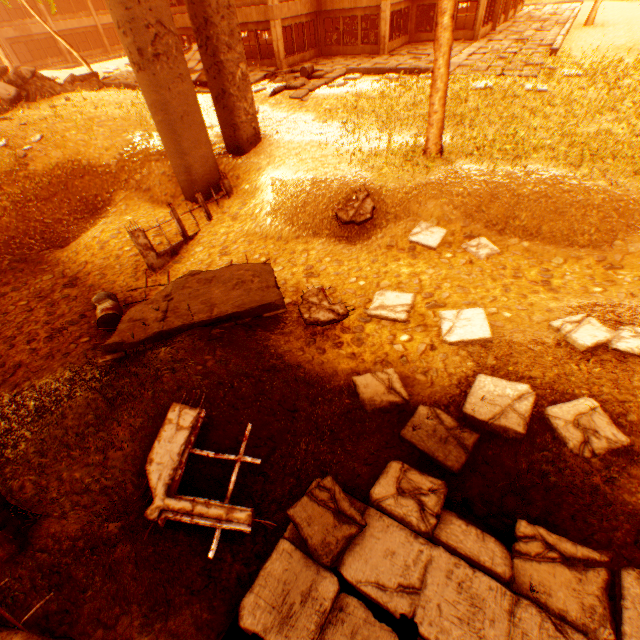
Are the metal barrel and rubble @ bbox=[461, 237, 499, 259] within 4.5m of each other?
no

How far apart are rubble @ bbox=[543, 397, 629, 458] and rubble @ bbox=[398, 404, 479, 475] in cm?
103

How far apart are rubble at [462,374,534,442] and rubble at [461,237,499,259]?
4.1m

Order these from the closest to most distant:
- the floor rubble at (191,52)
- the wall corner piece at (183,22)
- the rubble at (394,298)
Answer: the rubble at (394,298) < the floor rubble at (191,52) < the wall corner piece at (183,22)

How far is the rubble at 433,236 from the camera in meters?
9.0 m

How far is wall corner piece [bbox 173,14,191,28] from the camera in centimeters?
2214cm

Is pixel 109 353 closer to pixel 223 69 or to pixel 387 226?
pixel 387 226

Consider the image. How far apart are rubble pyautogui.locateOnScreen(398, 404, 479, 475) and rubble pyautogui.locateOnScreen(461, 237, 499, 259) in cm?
505
